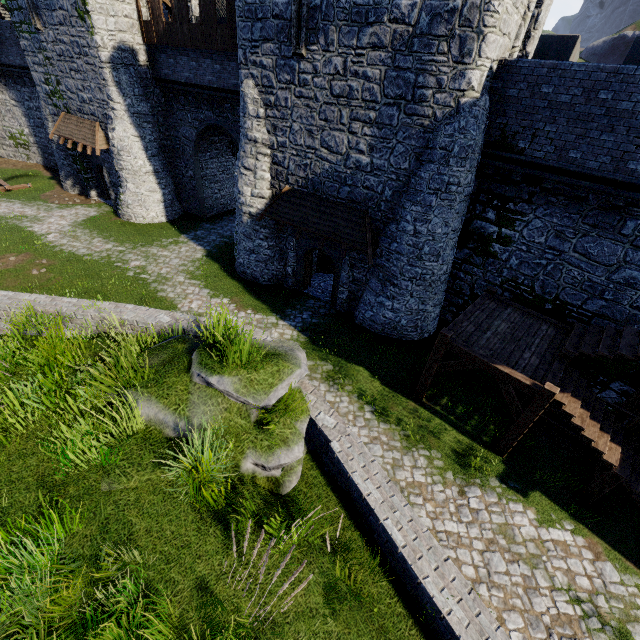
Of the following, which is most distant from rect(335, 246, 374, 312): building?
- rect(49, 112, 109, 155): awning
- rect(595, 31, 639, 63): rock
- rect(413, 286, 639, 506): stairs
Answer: rect(595, 31, 639, 63): rock

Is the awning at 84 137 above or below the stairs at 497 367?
above

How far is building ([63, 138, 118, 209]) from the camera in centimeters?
2230cm

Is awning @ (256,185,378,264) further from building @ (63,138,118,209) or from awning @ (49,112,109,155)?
awning @ (49,112,109,155)

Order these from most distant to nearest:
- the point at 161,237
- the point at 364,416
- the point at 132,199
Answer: the point at 132,199, the point at 161,237, the point at 364,416

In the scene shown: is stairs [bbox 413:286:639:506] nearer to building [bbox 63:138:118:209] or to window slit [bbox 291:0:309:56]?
building [bbox 63:138:118:209]

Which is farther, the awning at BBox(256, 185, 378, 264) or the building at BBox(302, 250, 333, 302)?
the building at BBox(302, 250, 333, 302)

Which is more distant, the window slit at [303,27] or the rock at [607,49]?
the rock at [607,49]
